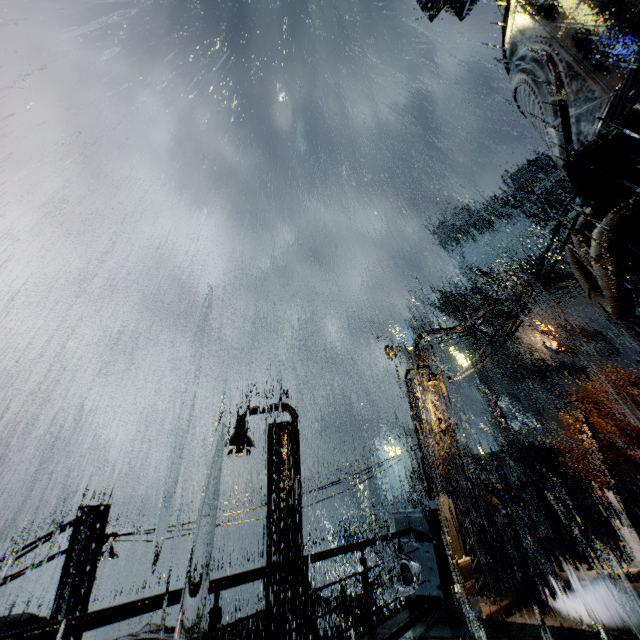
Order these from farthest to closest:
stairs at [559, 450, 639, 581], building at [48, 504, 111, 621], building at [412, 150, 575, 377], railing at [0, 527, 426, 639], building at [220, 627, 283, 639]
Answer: stairs at [559, 450, 639, 581] < building at [412, 150, 575, 377] < building at [48, 504, 111, 621] < building at [220, 627, 283, 639] < railing at [0, 527, 426, 639]

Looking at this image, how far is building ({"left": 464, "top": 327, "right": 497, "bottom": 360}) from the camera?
56.7m

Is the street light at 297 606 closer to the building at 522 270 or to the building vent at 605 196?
the building at 522 270

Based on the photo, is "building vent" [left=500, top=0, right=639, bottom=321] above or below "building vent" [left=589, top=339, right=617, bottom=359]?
below

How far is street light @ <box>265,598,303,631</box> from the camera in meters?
8.9 m

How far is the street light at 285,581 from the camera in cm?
920

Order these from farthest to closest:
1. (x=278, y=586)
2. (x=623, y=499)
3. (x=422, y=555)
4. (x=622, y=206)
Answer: (x=623, y=499) → (x=278, y=586) → (x=422, y=555) → (x=622, y=206)
